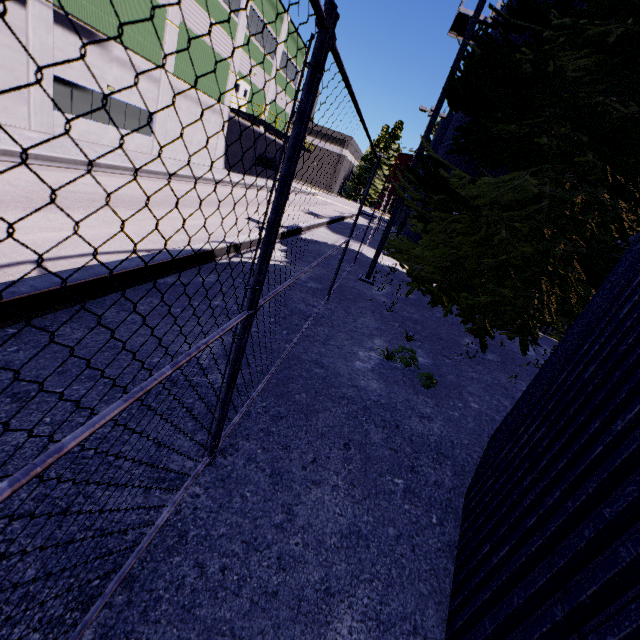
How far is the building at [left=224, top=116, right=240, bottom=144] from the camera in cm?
2914

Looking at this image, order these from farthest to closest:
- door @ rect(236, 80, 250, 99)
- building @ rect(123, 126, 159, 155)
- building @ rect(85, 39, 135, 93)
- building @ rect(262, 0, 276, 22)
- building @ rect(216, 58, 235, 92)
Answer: door @ rect(236, 80, 250, 99) < building @ rect(262, 0, 276, 22) < building @ rect(216, 58, 235, 92) < building @ rect(123, 126, 159, 155) < building @ rect(85, 39, 135, 93)

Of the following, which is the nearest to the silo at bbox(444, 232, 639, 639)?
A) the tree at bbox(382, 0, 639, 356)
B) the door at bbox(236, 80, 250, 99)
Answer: the tree at bbox(382, 0, 639, 356)

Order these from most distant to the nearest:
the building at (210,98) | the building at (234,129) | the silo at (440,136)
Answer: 1. the building at (234,129)
2. the building at (210,98)
3. the silo at (440,136)

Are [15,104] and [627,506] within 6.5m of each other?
no

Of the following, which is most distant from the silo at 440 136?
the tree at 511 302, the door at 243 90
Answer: the door at 243 90

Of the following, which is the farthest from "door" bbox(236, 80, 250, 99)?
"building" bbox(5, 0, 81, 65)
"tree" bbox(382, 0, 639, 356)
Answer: "tree" bbox(382, 0, 639, 356)
